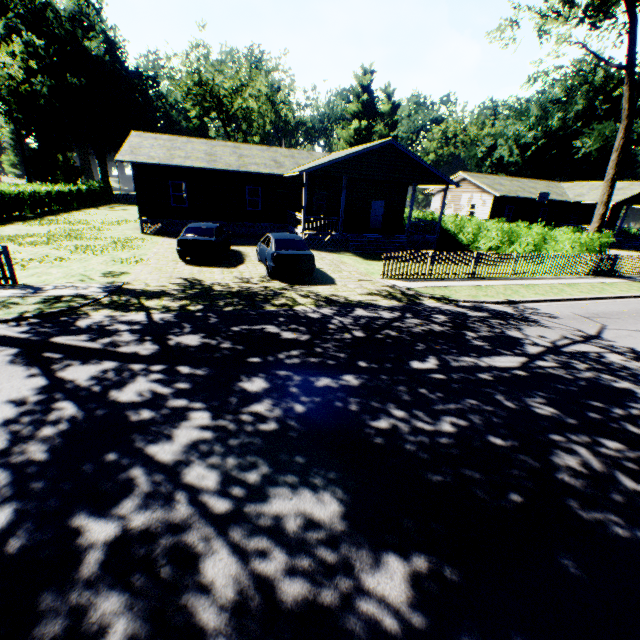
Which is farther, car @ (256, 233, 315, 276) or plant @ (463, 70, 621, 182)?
plant @ (463, 70, 621, 182)

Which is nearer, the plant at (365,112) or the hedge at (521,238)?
the hedge at (521,238)

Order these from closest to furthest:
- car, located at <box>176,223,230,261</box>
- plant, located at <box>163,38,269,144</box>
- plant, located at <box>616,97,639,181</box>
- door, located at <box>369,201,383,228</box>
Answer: car, located at <box>176,223,230,261</box>, door, located at <box>369,201,383,228</box>, plant, located at <box>616,97,639,181</box>, plant, located at <box>163,38,269,144</box>

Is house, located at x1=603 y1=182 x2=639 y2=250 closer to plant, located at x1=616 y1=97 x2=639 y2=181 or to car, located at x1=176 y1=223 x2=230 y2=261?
plant, located at x1=616 y1=97 x2=639 y2=181

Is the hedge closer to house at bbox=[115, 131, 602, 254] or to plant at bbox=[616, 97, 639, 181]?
house at bbox=[115, 131, 602, 254]

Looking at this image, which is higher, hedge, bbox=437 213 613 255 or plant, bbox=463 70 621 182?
plant, bbox=463 70 621 182

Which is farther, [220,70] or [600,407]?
[220,70]

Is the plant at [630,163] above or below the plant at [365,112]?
below
